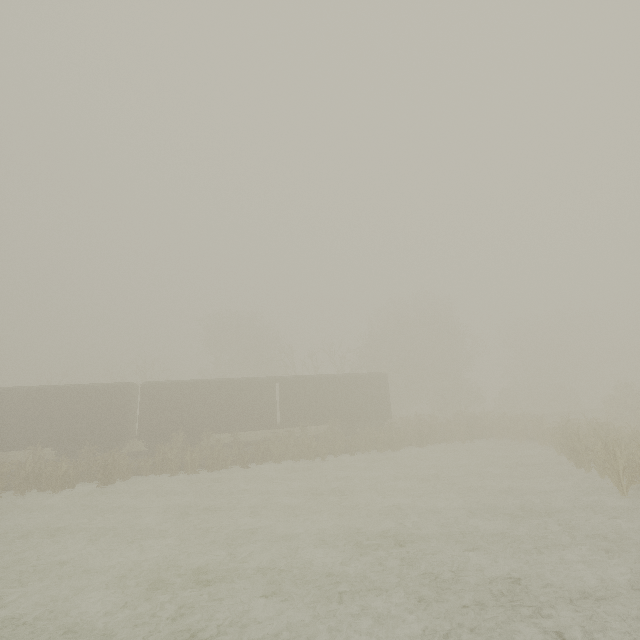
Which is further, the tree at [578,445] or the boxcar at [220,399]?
the boxcar at [220,399]

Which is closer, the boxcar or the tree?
the tree

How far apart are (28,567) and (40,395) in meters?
14.5
